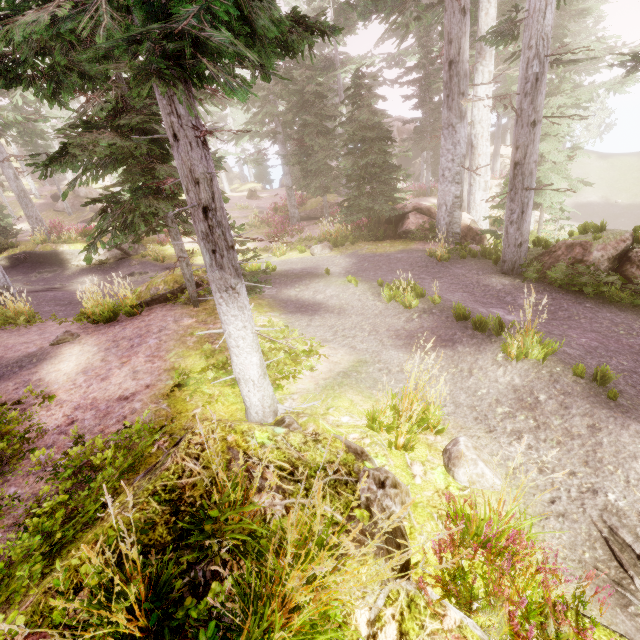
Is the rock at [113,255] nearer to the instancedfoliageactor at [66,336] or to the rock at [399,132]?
the instancedfoliageactor at [66,336]

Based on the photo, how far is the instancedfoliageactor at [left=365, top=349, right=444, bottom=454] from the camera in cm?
376

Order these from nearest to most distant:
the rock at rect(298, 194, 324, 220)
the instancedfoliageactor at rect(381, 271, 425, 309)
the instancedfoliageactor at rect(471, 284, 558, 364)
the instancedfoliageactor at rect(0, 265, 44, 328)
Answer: the instancedfoliageactor at rect(471, 284, 558, 364), the instancedfoliageactor at rect(381, 271, 425, 309), the instancedfoliageactor at rect(0, 265, 44, 328), the rock at rect(298, 194, 324, 220)

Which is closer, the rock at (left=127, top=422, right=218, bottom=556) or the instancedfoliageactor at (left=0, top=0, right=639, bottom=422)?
the rock at (left=127, top=422, right=218, bottom=556)

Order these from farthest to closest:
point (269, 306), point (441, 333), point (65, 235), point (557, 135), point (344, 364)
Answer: point (65, 235), point (557, 135), point (269, 306), point (441, 333), point (344, 364)

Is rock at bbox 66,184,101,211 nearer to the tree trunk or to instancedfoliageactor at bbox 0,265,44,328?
instancedfoliageactor at bbox 0,265,44,328

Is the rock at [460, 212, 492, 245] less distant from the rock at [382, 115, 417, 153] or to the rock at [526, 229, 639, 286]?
the rock at [526, 229, 639, 286]

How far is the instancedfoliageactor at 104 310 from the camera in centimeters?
831cm
